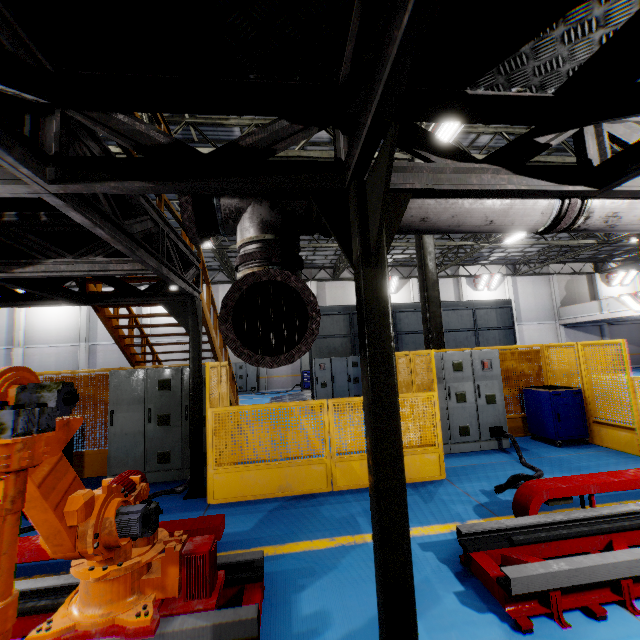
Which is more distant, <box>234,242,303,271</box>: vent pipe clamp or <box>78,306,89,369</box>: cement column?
<box>78,306,89,369</box>: cement column

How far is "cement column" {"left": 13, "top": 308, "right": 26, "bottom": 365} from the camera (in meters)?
21.26

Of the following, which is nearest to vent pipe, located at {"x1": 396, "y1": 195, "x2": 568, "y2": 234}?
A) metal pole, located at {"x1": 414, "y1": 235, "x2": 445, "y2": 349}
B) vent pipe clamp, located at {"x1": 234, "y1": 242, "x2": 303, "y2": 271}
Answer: vent pipe clamp, located at {"x1": 234, "y1": 242, "x2": 303, "y2": 271}

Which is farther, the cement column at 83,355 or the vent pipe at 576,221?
the cement column at 83,355

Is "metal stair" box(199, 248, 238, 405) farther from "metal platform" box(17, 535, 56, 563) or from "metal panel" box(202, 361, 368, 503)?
"metal platform" box(17, 535, 56, 563)

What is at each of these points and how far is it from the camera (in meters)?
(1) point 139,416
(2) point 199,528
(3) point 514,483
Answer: (1) cabinet, 6.30
(2) metal platform, 3.16
(3) cable, 4.43

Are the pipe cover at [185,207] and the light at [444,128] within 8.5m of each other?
yes

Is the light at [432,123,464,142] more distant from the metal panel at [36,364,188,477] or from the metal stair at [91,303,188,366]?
the metal stair at [91,303,188,366]
